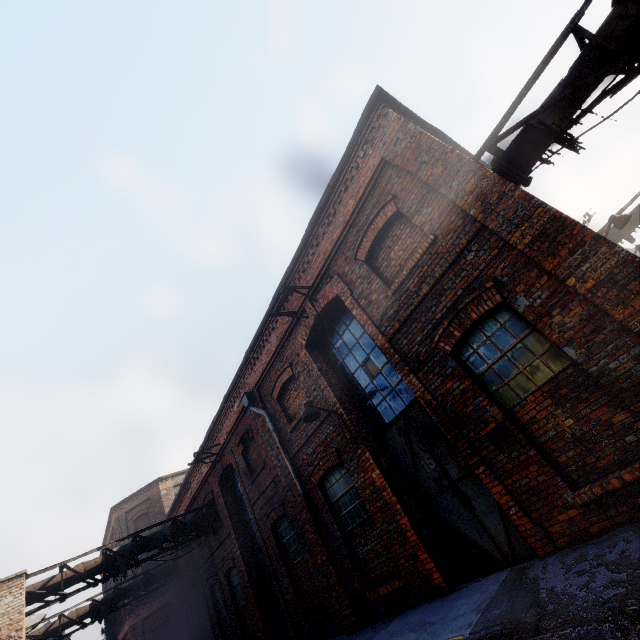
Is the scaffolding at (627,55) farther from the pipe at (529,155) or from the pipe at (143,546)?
the pipe at (143,546)

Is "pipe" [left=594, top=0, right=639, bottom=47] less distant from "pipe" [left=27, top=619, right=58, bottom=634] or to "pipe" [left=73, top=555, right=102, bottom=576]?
"pipe" [left=73, top=555, right=102, bottom=576]

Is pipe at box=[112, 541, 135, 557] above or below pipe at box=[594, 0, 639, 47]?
above

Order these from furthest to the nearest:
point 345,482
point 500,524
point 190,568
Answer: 1. point 190,568
2. point 345,482
3. point 500,524

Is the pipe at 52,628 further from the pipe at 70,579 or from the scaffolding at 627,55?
the scaffolding at 627,55

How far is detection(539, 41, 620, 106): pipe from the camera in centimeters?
454cm

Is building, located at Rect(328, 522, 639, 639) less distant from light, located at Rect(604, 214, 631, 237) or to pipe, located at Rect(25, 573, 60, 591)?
light, located at Rect(604, 214, 631, 237)

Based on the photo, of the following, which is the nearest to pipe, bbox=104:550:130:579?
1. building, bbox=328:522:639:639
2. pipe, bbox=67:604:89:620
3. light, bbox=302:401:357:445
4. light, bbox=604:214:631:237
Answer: building, bbox=328:522:639:639
